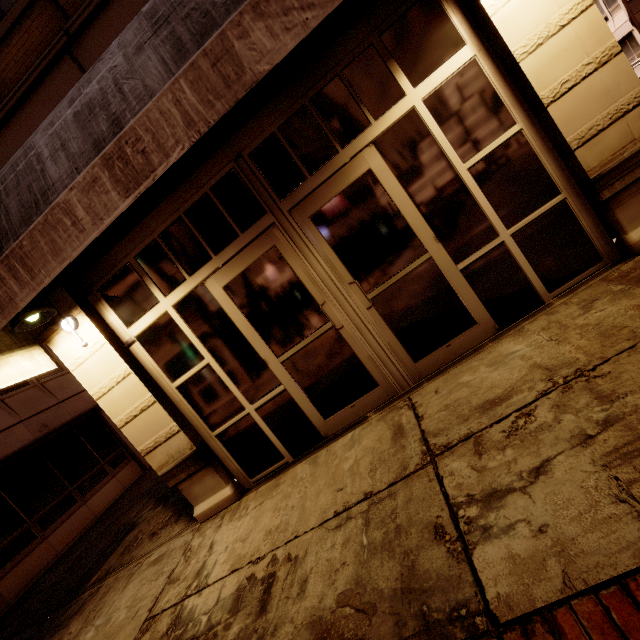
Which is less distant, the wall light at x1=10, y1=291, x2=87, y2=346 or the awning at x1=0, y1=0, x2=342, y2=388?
the awning at x1=0, y1=0, x2=342, y2=388

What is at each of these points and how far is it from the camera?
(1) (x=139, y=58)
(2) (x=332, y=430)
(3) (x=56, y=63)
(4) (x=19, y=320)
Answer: (1) awning, 2.1m
(2) building, 4.3m
(3) building, 3.5m
(4) wall light, 3.6m

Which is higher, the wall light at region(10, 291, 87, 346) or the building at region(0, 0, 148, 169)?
the building at region(0, 0, 148, 169)

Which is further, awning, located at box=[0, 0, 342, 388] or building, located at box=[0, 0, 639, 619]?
building, located at box=[0, 0, 639, 619]

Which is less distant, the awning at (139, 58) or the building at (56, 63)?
the awning at (139, 58)

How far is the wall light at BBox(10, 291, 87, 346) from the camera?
3.6 meters
